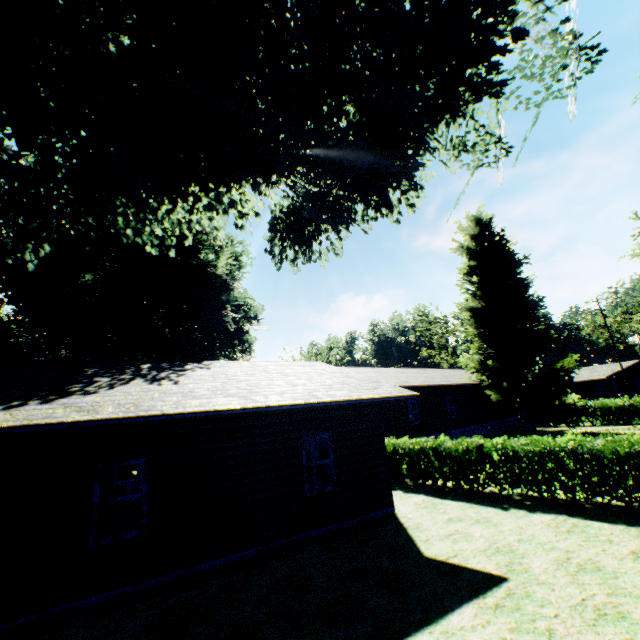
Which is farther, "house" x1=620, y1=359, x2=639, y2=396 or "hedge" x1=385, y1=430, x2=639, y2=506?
"house" x1=620, y1=359, x2=639, y2=396

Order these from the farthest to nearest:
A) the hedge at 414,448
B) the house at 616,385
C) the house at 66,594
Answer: the house at 616,385, the hedge at 414,448, the house at 66,594

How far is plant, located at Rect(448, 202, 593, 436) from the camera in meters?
24.3 m

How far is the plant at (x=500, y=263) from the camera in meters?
24.3

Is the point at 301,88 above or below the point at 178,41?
below

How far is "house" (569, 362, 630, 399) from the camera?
48.6 meters

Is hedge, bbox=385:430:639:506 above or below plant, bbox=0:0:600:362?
below

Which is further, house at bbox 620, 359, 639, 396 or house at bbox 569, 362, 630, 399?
house at bbox 569, 362, 630, 399
